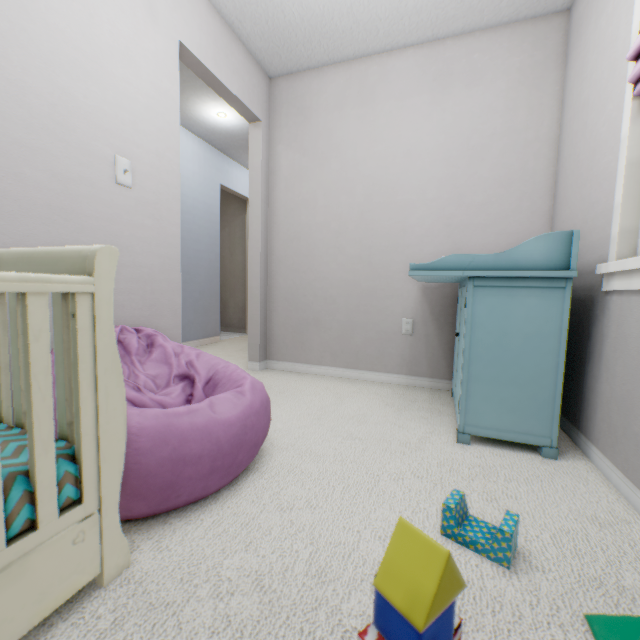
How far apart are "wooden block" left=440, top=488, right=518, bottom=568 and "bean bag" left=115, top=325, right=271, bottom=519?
0.68m

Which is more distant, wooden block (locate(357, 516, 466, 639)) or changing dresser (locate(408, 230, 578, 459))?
changing dresser (locate(408, 230, 578, 459))

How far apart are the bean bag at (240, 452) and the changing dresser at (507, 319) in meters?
0.9 m

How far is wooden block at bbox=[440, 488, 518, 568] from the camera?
0.8m

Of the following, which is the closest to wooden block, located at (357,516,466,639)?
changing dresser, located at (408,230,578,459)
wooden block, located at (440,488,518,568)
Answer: wooden block, located at (440,488,518,568)

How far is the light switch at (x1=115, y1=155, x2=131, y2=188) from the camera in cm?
150

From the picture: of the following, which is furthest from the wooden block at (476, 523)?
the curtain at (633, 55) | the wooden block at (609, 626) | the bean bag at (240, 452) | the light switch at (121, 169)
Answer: the light switch at (121, 169)

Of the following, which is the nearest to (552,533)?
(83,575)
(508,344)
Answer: (508,344)
